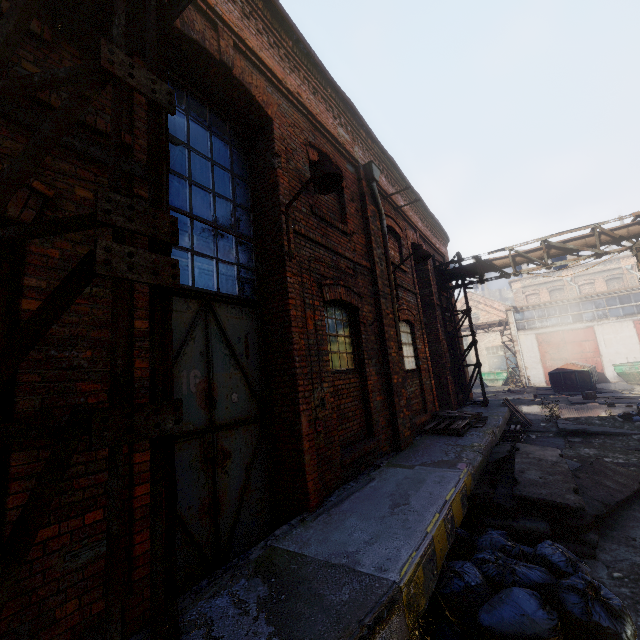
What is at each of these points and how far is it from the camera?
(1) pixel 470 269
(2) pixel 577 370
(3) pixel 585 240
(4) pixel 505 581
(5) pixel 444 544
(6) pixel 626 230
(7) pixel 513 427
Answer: (1) pipe, 12.3m
(2) trash container, 20.6m
(3) pipe, 10.4m
(4) trash bag, 3.1m
(5) building, 3.4m
(6) pipe, 9.9m
(7) pallet, 10.0m

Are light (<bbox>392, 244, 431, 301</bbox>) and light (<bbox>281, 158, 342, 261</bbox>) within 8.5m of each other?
yes

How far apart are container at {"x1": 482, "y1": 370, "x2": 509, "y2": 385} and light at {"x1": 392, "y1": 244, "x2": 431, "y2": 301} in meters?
27.4 m

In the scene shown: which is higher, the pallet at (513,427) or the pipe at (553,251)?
the pipe at (553,251)

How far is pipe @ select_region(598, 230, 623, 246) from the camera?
10.1m

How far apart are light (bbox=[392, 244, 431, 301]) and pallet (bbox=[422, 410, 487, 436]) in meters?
Answer: 3.2

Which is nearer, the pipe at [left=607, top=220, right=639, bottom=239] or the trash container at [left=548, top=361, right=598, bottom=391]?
the pipe at [left=607, top=220, right=639, bottom=239]

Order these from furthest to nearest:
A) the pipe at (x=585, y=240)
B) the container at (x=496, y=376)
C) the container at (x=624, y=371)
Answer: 1. the container at (x=496, y=376)
2. the container at (x=624, y=371)
3. the pipe at (x=585, y=240)
